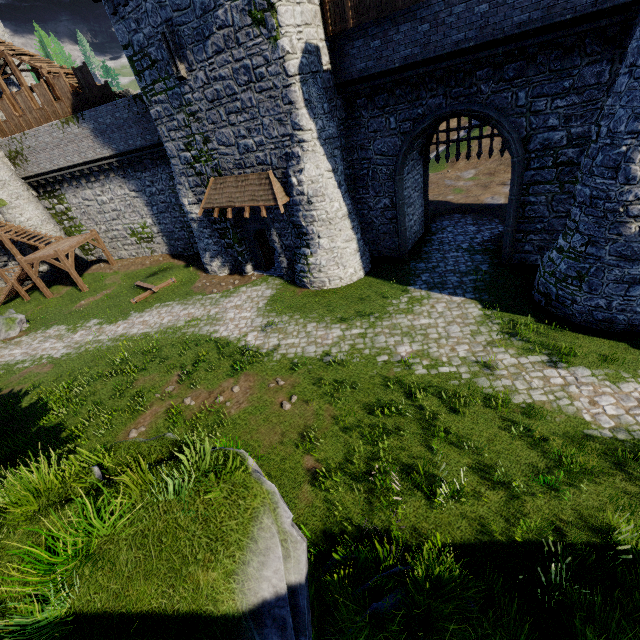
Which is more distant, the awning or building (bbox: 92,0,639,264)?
the awning

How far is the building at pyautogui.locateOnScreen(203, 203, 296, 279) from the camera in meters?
16.7

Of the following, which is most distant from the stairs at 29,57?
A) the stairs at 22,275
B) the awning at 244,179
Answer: the awning at 244,179

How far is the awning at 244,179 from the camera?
15.04m

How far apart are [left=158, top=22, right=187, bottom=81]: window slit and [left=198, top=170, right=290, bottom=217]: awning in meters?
4.1 m

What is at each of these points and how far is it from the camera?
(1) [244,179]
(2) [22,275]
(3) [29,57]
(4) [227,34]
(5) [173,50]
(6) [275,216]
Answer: (1) awning, 16.0m
(2) stairs, 24.0m
(3) stairs, 21.1m
(4) building, 12.5m
(5) window slit, 13.9m
(6) building, 16.6m

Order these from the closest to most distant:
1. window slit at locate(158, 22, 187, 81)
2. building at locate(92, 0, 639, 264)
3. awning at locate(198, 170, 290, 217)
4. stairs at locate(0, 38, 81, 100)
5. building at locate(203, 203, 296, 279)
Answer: building at locate(92, 0, 639, 264) → window slit at locate(158, 22, 187, 81) → awning at locate(198, 170, 290, 217) → building at locate(203, 203, 296, 279) → stairs at locate(0, 38, 81, 100)

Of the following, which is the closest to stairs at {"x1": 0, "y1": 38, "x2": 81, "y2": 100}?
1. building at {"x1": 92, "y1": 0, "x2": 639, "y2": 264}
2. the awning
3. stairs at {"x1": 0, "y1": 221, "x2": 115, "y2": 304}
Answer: building at {"x1": 92, "y1": 0, "x2": 639, "y2": 264}
